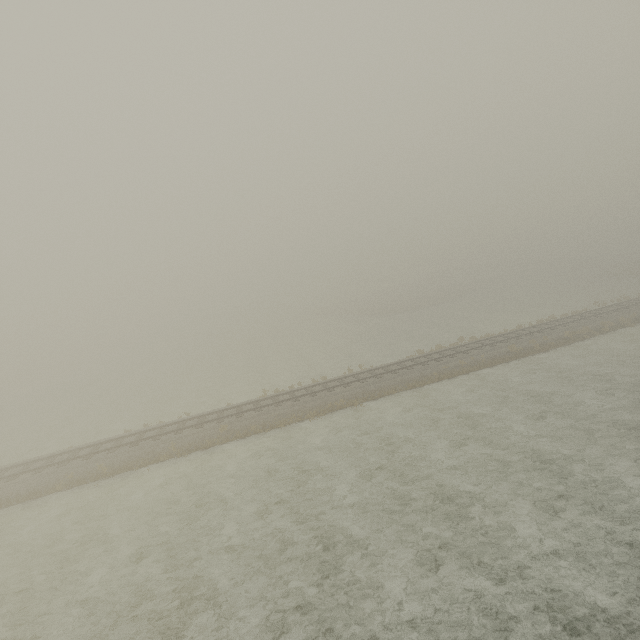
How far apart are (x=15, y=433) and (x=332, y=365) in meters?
33.7
